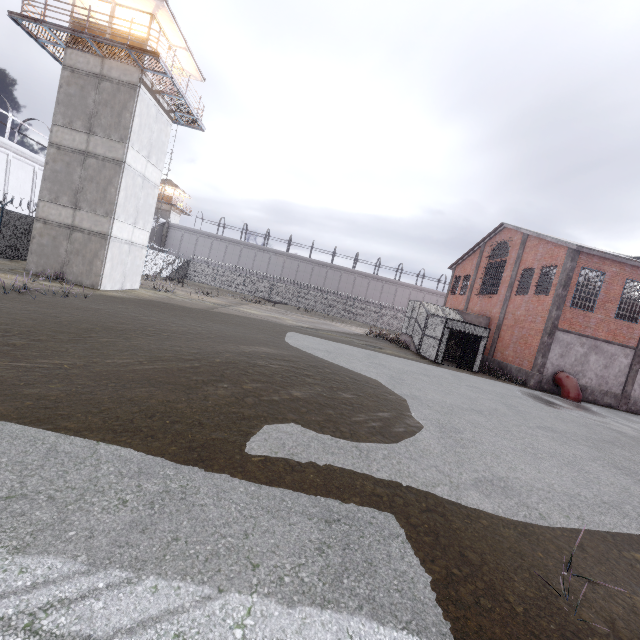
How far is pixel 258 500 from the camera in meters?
3.6

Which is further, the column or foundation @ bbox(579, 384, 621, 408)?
foundation @ bbox(579, 384, 621, 408)

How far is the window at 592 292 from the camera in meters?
19.7

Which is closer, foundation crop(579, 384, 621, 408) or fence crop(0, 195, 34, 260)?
fence crop(0, 195, 34, 260)

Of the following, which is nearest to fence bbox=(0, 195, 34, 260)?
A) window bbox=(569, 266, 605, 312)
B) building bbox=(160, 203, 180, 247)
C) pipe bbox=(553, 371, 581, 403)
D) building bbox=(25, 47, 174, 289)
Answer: building bbox=(25, 47, 174, 289)

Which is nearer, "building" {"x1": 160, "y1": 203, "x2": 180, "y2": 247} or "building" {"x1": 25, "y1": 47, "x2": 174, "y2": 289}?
"building" {"x1": 25, "y1": 47, "x2": 174, "y2": 289}

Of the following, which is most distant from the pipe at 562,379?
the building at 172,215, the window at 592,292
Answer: the building at 172,215

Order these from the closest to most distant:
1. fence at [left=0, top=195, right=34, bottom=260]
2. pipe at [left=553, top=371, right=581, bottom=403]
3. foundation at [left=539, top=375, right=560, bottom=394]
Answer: fence at [left=0, top=195, right=34, bottom=260]
pipe at [left=553, top=371, right=581, bottom=403]
foundation at [left=539, top=375, right=560, bottom=394]
